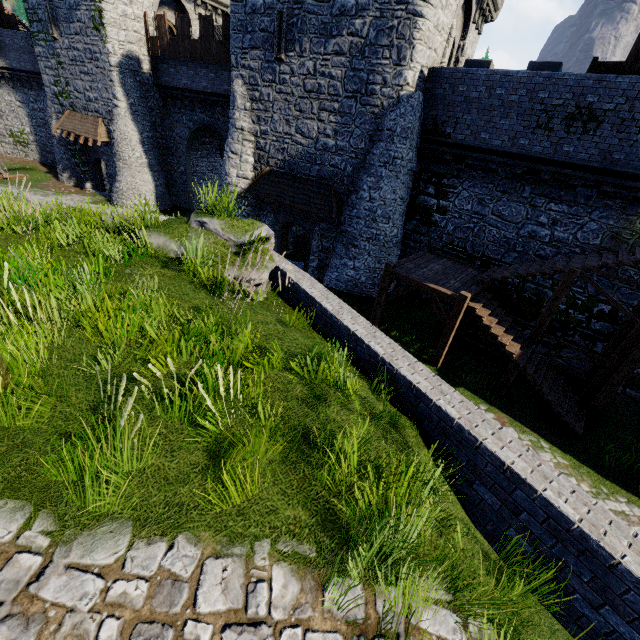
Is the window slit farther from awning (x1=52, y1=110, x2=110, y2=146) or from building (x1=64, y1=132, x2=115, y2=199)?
awning (x1=52, y1=110, x2=110, y2=146)

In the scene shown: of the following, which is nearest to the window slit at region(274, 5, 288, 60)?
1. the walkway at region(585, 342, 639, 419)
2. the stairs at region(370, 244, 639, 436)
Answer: the stairs at region(370, 244, 639, 436)

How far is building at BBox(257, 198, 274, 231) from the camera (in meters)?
18.60

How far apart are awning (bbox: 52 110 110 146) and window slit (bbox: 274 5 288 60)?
15.46m

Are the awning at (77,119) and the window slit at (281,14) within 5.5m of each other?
no

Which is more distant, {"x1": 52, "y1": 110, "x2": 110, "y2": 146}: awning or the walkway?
{"x1": 52, "y1": 110, "x2": 110, "y2": 146}: awning

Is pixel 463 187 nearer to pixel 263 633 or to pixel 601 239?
pixel 601 239

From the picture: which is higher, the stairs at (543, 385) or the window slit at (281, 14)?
the window slit at (281, 14)
